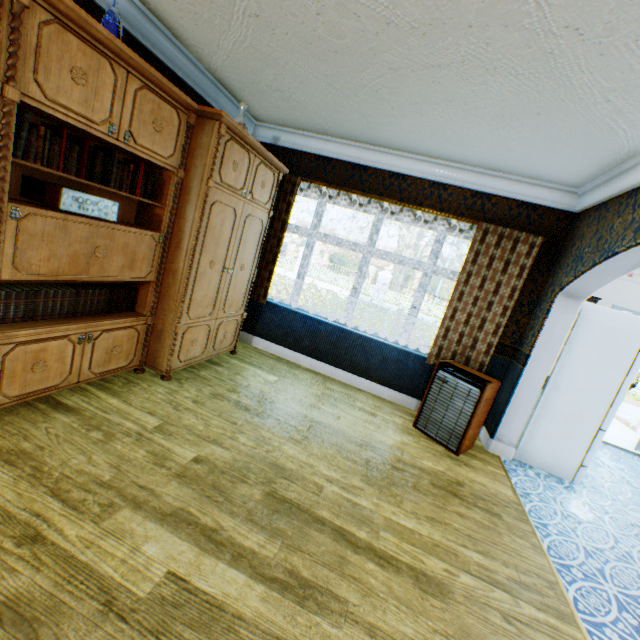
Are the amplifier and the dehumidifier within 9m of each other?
yes

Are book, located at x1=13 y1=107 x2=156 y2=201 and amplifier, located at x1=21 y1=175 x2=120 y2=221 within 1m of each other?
yes

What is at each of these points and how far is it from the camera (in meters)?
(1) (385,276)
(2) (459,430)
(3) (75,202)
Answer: (1) fence column, 20.19
(2) dehumidifier, 3.60
(3) amplifier, 2.18

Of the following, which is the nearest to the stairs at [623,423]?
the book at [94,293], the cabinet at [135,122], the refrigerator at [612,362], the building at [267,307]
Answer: Result: the building at [267,307]

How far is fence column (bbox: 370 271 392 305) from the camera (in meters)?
20.22

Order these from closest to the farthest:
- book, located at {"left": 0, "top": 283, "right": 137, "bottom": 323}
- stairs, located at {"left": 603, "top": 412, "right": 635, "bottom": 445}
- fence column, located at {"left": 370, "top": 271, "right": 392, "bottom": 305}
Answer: book, located at {"left": 0, "top": 283, "right": 137, "bottom": 323} → stairs, located at {"left": 603, "top": 412, "right": 635, "bottom": 445} → fence column, located at {"left": 370, "top": 271, "right": 392, "bottom": 305}

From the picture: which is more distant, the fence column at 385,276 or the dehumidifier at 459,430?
the fence column at 385,276

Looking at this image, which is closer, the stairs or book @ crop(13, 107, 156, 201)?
book @ crop(13, 107, 156, 201)
